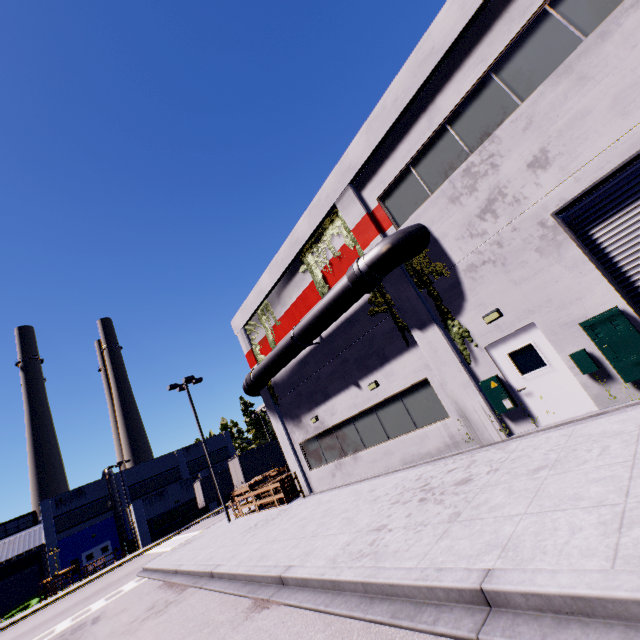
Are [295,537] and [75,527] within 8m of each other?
no

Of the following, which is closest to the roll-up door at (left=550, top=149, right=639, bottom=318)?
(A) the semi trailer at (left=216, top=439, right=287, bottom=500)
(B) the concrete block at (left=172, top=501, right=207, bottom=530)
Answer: (A) the semi trailer at (left=216, top=439, right=287, bottom=500)

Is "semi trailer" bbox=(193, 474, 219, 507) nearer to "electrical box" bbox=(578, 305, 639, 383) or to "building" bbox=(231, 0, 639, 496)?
"building" bbox=(231, 0, 639, 496)

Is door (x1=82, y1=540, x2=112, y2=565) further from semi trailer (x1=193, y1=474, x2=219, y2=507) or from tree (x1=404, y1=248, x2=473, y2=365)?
tree (x1=404, y1=248, x2=473, y2=365)

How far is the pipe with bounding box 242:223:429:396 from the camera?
10.2m

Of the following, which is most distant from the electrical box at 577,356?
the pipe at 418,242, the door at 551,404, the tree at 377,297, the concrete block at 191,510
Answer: the concrete block at 191,510

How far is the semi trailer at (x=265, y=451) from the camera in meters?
27.6

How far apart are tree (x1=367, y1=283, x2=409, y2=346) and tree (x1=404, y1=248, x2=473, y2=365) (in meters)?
0.93
